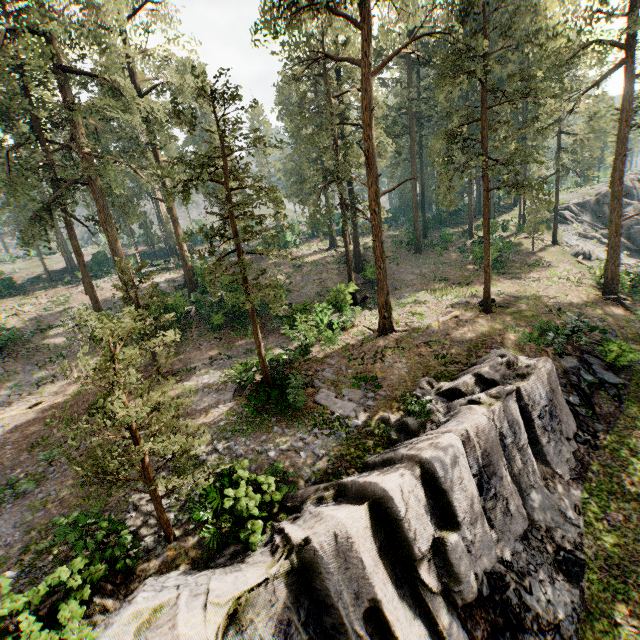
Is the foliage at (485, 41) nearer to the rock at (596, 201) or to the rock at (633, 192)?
the rock at (596, 201)

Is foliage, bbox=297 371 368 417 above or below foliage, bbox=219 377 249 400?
below

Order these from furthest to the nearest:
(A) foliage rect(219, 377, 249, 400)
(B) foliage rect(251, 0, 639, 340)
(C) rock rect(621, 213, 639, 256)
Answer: (C) rock rect(621, 213, 639, 256), (B) foliage rect(251, 0, 639, 340), (A) foliage rect(219, 377, 249, 400)

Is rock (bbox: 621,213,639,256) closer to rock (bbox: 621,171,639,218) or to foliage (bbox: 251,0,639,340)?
foliage (bbox: 251,0,639,340)

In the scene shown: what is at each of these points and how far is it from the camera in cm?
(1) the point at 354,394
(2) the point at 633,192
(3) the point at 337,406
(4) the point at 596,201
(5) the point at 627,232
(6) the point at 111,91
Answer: (1) foliage, 1520
(2) rock, 4481
(3) foliage, 1448
(4) rock, 4394
(5) rock, 4181
(6) foliage, 2214

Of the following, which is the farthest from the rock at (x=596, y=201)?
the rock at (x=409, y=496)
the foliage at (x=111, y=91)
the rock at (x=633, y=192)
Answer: the rock at (x=409, y=496)

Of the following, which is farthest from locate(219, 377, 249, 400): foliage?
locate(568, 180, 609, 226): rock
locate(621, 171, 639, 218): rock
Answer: locate(621, 171, 639, 218): rock

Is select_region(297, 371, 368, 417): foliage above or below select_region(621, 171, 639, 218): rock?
below
